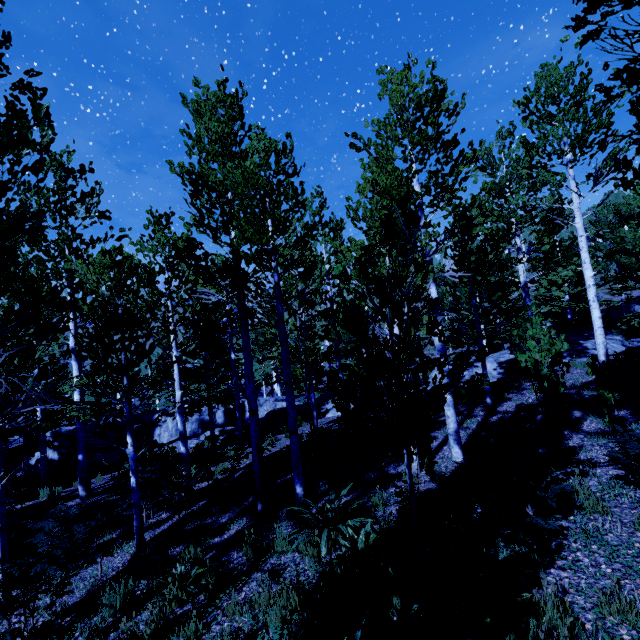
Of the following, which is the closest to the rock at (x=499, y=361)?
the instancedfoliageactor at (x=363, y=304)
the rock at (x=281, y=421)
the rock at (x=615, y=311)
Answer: the instancedfoliageactor at (x=363, y=304)

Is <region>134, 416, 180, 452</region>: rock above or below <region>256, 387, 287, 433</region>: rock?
below

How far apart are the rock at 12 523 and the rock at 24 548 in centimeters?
9cm

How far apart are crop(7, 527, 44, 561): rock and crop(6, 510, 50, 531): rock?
0.1 meters

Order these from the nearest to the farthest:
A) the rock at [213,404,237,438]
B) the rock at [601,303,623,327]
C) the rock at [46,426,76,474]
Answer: the rock at [213,404,237,438] < the rock at [46,426,76,474] < the rock at [601,303,623,327]

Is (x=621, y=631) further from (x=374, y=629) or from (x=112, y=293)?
(x=112, y=293)

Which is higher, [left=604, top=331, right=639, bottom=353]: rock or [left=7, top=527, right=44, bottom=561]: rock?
[left=604, top=331, right=639, bottom=353]: rock

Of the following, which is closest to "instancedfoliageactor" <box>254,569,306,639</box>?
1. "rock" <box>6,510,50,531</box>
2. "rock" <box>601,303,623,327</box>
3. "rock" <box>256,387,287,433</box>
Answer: "rock" <box>601,303,623,327</box>
